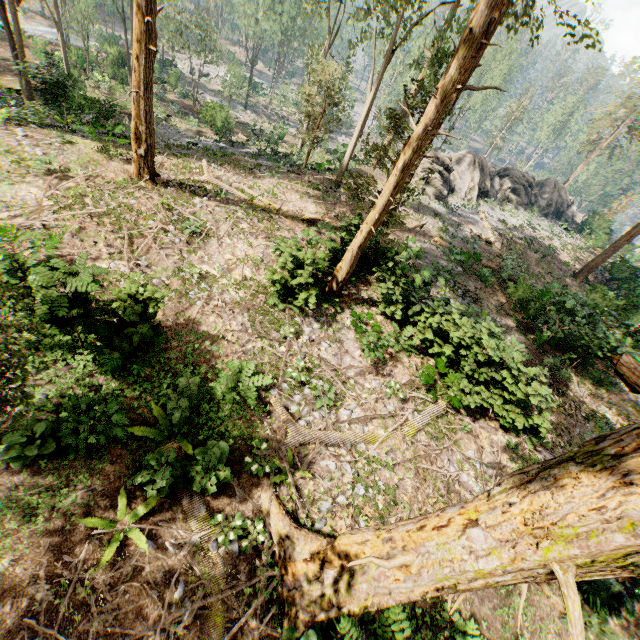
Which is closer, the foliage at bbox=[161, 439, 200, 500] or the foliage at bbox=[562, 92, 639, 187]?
the foliage at bbox=[161, 439, 200, 500]

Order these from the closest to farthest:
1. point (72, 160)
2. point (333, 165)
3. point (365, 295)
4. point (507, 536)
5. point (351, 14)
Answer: point (507, 536) → point (72, 160) → point (365, 295) → point (351, 14) → point (333, 165)

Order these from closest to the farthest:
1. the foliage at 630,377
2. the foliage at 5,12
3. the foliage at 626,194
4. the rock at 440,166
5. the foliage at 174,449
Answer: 1. the foliage at 630,377
2. the foliage at 174,449
3. the foliage at 5,12
4. the rock at 440,166
5. the foliage at 626,194

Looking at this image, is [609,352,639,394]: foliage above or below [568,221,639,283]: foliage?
above

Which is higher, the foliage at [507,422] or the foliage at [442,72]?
the foliage at [442,72]

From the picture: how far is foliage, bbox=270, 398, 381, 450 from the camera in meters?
8.9

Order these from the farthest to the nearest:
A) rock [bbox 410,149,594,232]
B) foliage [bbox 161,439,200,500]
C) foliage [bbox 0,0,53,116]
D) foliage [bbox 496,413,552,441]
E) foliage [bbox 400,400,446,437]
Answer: rock [bbox 410,149,594,232], foliage [bbox 0,0,53,116], foliage [bbox 496,413,552,441], foliage [bbox 400,400,446,437], foliage [bbox 161,439,200,500]
